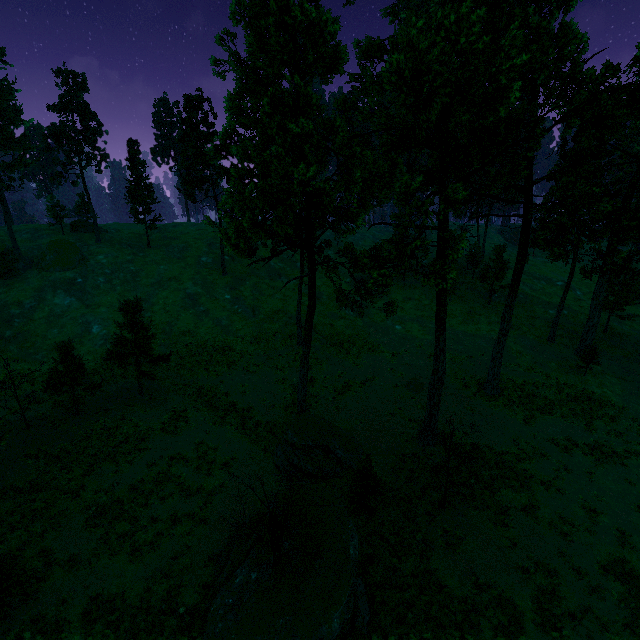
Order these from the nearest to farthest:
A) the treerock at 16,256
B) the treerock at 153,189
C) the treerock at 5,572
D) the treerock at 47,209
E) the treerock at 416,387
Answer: the treerock at 5,572
the treerock at 416,387
the treerock at 16,256
the treerock at 153,189
the treerock at 47,209

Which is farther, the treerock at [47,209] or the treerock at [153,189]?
the treerock at [47,209]

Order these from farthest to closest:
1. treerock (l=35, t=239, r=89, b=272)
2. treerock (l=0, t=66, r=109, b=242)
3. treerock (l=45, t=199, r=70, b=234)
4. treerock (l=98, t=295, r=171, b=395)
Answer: treerock (l=45, t=199, r=70, b=234) → treerock (l=0, t=66, r=109, b=242) → treerock (l=35, t=239, r=89, b=272) → treerock (l=98, t=295, r=171, b=395)

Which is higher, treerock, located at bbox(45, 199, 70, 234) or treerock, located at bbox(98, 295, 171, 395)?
treerock, located at bbox(45, 199, 70, 234)

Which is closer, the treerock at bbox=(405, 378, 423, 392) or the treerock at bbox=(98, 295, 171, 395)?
the treerock at bbox=(98, 295, 171, 395)

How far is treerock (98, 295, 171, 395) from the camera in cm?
2559

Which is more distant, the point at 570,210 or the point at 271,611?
the point at 570,210
